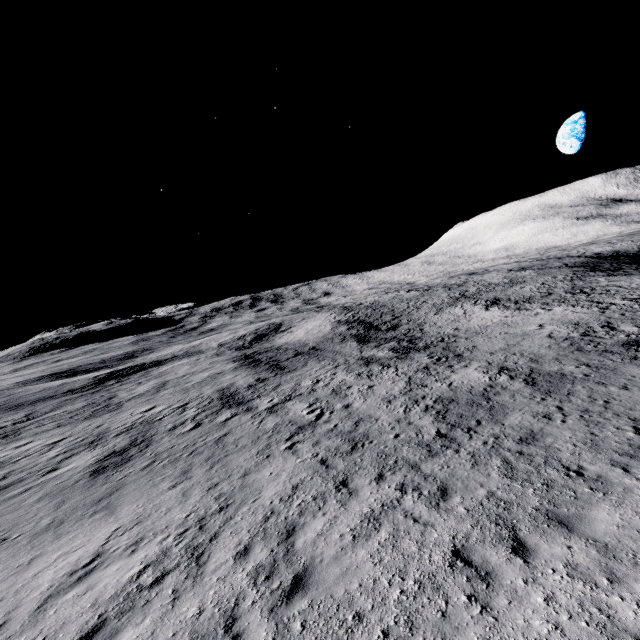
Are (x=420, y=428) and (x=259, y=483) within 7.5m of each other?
yes
